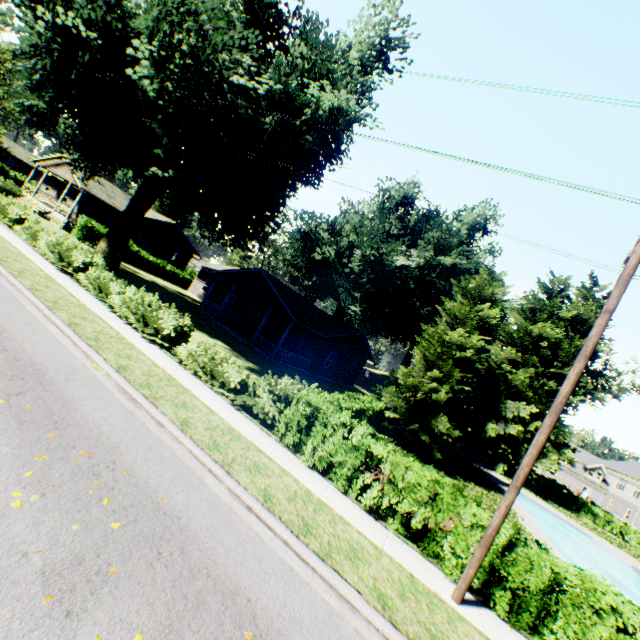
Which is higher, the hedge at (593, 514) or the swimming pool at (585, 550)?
the hedge at (593, 514)

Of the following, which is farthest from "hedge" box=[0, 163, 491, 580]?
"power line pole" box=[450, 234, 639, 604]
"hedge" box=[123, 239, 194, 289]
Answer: "hedge" box=[123, 239, 194, 289]

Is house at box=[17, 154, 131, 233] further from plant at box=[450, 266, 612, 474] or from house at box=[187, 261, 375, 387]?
house at box=[187, 261, 375, 387]

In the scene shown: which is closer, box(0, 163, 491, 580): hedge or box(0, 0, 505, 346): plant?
box(0, 163, 491, 580): hedge

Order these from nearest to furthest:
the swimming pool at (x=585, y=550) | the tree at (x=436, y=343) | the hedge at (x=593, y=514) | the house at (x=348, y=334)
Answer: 1. the tree at (x=436, y=343)
2. the swimming pool at (x=585, y=550)
3. the house at (x=348, y=334)
4. the hedge at (x=593, y=514)

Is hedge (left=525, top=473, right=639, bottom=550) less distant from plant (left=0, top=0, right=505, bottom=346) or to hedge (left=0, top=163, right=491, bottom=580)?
plant (left=0, top=0, right=505, bottom=346)

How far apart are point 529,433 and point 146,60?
43.5m

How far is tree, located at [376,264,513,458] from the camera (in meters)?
18.33
